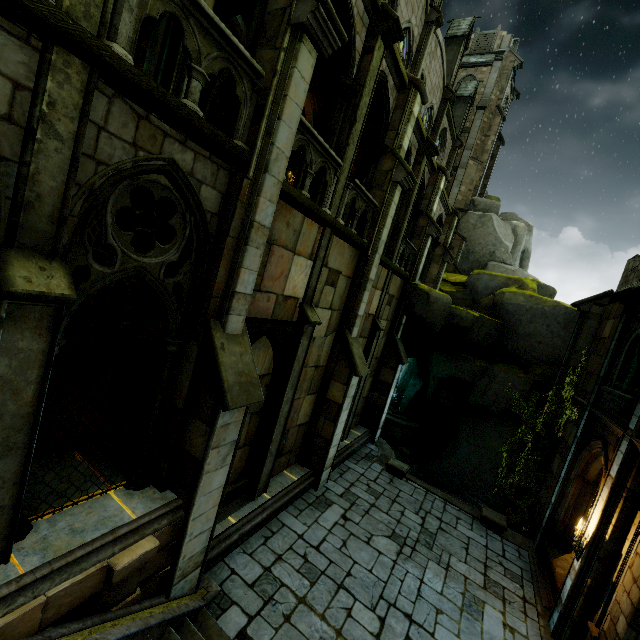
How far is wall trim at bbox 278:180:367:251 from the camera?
6.9m

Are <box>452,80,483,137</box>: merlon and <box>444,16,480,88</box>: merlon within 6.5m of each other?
yes

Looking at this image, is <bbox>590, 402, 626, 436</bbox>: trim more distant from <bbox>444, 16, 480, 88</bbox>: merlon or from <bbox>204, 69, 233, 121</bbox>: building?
<bbox>444, 16, 480, 88</bbox>: merlon

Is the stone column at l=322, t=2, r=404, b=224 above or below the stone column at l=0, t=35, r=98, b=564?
above

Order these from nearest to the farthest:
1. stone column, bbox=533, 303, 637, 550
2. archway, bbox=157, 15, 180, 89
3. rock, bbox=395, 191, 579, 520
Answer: archway, bbox=157, 15, 180, 89 → stone column, bbox=533, 303, 637, 550 → rock, bbox=395, 191, 579, 520

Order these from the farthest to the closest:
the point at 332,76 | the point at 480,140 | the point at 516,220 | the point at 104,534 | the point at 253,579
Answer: the point at 516,220 < the point at 480,140 < the point at 332,76 < the point at 253,579 < the point at 104,534

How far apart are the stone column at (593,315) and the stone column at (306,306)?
12.79m

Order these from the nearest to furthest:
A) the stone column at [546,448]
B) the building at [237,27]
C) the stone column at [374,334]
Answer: the building at [237,27], the stone column at [374,334], the stone column at [546,448]
